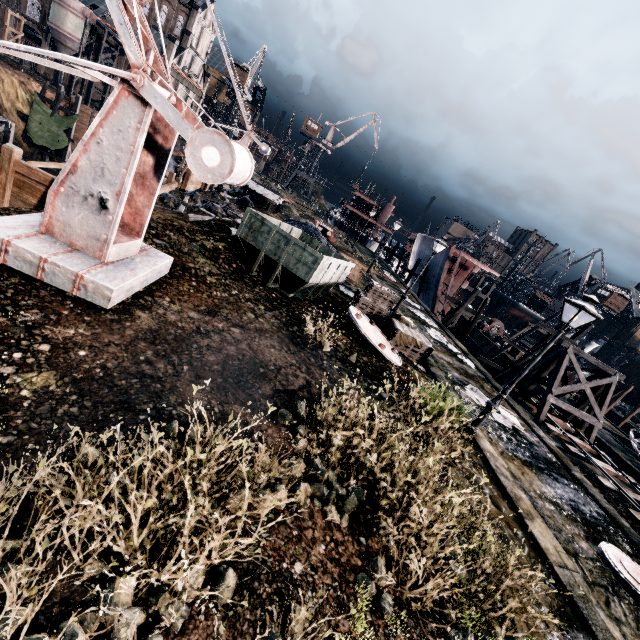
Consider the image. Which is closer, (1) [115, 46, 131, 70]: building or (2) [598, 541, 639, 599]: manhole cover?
(2) [598, 541, 639, 599]: manhole cover

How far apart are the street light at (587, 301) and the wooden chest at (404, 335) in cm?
440

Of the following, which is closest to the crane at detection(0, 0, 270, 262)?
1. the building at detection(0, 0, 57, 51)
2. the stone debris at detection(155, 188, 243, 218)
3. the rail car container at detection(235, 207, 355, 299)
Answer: the rail car container at detection(235, 207, 355, 299)

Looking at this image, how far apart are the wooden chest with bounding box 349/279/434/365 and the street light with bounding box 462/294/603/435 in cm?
440

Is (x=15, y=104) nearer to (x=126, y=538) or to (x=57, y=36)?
(x=57, y=36)

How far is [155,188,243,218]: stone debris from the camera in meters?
20.2

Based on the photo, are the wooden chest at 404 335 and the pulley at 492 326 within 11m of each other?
no

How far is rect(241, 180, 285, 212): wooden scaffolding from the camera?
32.34m
